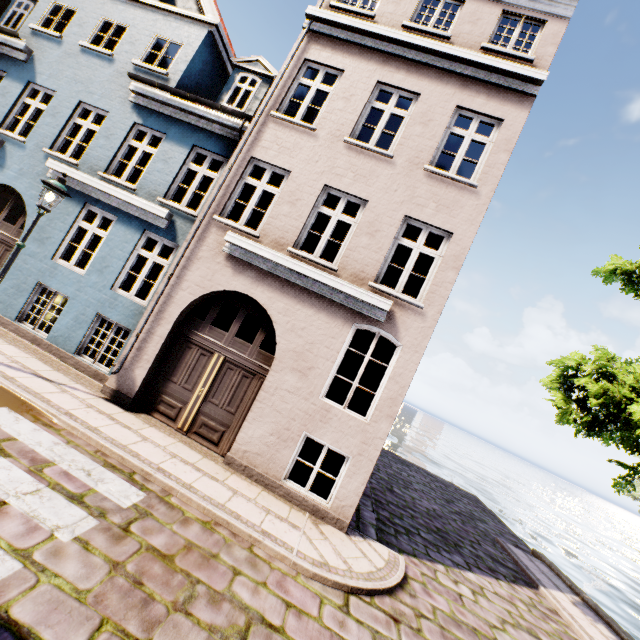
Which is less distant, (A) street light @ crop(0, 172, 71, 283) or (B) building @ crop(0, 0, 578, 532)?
(A) street light @ crop(0, 172, 71, 283)

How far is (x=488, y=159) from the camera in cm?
718

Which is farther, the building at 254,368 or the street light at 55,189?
the building at 254,368
